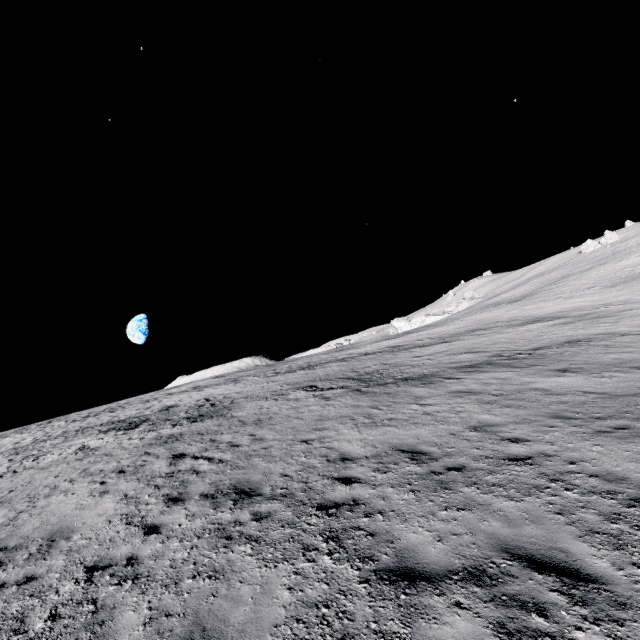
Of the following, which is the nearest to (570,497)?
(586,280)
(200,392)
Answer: (200,392)
